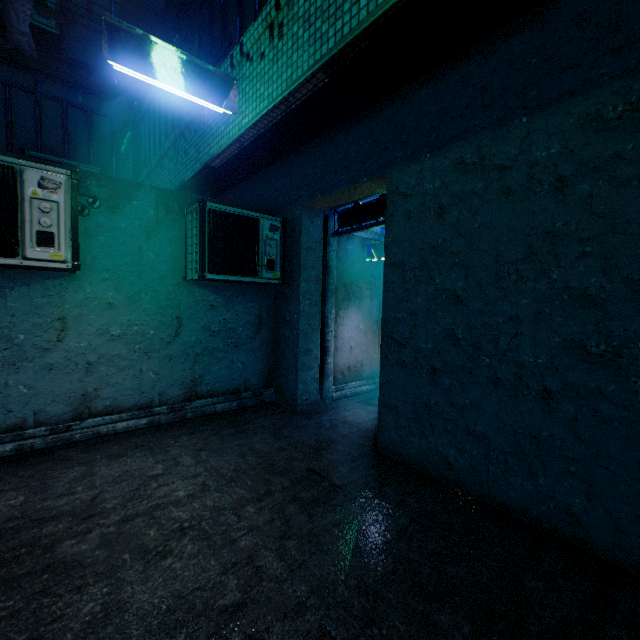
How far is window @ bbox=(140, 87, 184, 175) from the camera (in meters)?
5.31

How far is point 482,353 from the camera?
2.7m

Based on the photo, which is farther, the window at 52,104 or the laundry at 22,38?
the window at 52,104

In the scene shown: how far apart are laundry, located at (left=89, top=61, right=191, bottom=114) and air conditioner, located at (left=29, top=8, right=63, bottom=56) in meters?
4.2 m

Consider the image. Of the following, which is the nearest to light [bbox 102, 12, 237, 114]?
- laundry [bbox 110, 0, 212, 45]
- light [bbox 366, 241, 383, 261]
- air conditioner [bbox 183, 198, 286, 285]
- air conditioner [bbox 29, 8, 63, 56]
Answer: laundry [bbox 110, 0, 212, 45]

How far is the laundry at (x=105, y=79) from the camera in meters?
2.8

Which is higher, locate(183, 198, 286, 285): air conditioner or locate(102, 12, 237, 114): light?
locate(102, 12, 237, 114): light

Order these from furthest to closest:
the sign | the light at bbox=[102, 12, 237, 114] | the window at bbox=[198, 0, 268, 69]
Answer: the sign
the window at bbox=[198, 0, 268, 69]
the light at bbox=[102, 12, 237, 114]
